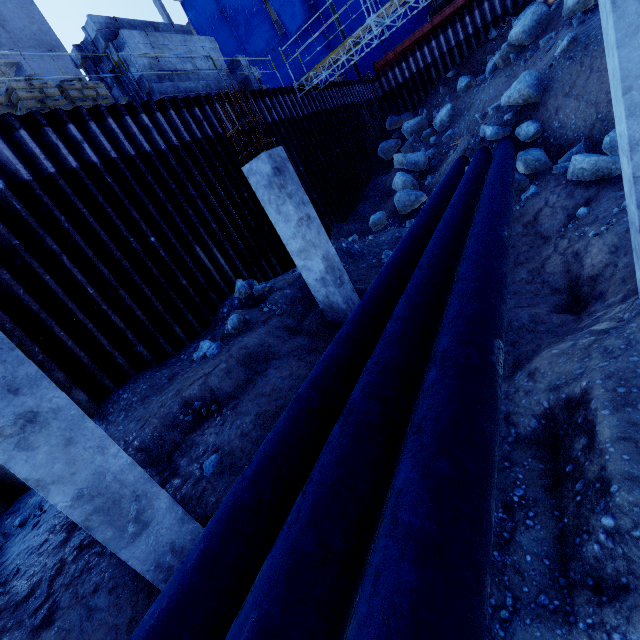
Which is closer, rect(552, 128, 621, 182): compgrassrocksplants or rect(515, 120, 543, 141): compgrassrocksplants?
rect(552, 128, 621, 182): compgrassrocksplants

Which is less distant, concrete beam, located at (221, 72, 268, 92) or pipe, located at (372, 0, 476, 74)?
concrete beam, located at (221, 72, 268, 92)

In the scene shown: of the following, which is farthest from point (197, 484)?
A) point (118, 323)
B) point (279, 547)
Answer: point (118, 323)

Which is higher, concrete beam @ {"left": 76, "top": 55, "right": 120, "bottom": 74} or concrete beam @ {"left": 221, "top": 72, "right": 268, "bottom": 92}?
concrete beam @ {"left": 76, "top": 55, "right": 120, "bottom": 74}

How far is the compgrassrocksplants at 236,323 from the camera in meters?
7.4 m

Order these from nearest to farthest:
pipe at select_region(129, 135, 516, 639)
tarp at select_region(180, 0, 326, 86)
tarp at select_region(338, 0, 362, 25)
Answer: pipe at select_region(129, 135, 516, 639)
tarp at select_region(338, 0, 362, 25)
tarp at select_region(180, 0, 326, 86)

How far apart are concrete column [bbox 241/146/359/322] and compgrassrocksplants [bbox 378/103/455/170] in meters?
15.5 m

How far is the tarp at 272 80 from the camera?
30.75m
